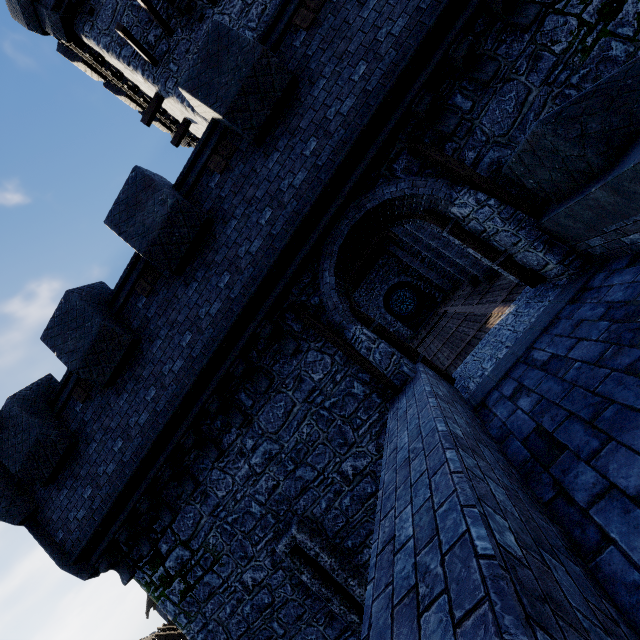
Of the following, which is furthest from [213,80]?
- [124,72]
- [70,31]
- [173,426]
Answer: [70,31]

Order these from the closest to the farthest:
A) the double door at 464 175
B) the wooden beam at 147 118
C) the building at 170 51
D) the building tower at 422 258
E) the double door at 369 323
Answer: the double door at 464 175 < the double door at 369 323 < the building at 170 51 < the wooden beam at 147 118 < the building tower at 422 258

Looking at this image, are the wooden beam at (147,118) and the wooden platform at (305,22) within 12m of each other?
yes

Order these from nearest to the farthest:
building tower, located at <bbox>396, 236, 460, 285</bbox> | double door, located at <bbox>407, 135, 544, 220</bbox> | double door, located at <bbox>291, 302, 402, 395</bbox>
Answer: double door, located at <bbox>407, 135, 544, 220</bbox>, double door, located at <bbox>291, 302, 402, 395</bbox>, building tower, located at <bbox>396, 236, 460, 285</bbox>

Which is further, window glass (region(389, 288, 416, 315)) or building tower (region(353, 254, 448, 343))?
window glass (region(389, 288, 416, 315))

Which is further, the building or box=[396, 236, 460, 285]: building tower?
box=[396, 236, 460, 285]: building tower

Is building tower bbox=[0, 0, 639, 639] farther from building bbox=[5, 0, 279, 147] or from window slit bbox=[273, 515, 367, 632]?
building bbox=[5, 0, 279, 147]

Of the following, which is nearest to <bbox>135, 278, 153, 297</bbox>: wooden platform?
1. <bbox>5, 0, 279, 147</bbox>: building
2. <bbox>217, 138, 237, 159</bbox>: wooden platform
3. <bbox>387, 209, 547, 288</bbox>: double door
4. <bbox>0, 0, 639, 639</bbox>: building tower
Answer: <bbox>0, 0, 639, 639</bbox>: building tower
